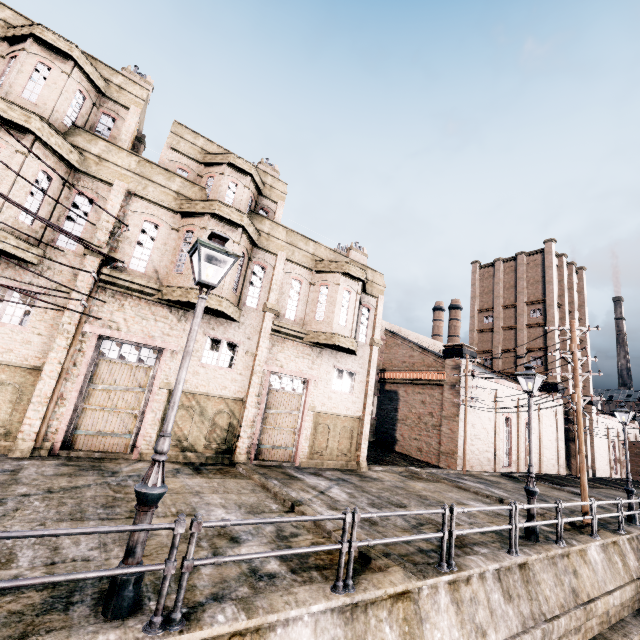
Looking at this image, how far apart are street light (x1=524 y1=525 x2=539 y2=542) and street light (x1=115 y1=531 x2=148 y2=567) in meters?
11.3

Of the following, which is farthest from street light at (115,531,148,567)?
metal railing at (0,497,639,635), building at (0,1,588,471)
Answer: building at (0,1,588,471)

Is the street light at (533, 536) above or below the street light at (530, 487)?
below

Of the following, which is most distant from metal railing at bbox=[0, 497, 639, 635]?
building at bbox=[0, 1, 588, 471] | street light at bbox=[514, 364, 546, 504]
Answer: building at bbox=[0, 1, 588, 471]

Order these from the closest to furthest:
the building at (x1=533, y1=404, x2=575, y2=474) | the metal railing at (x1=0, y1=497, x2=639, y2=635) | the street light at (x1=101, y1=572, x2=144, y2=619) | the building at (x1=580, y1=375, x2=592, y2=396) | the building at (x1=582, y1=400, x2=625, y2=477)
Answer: the metal railing at (x1=0, y1=497, x2=639, y2=635) < the street light at (x1=101, y1=572, x2=144, y2=619) < the building at (x1=533, y1=404, x2=575, y2=474) < the building at (x1=582, y1=400, x2=625, y2=477) < the building at (x1=580, y1=375, x2=592, y2=396)

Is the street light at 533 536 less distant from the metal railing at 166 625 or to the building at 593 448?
the metal railing at 166 625

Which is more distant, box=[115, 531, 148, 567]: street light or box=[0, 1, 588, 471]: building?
box=[0, 1, 588, 471]: building

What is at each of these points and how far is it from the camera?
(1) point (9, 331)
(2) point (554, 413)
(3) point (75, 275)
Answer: (1) building, 11.2m
(2) building, 36.8m
(3) building, 12.5m
